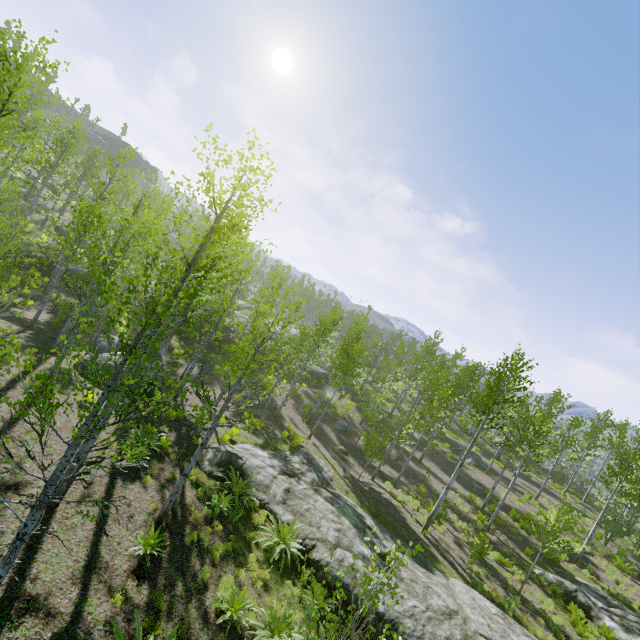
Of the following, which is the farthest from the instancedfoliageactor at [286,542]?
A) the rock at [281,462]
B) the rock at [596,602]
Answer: the rock at [281,462]

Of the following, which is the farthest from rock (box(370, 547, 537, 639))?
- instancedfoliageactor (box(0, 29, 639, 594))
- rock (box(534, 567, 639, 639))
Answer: rock (box(534, 567, 639, 639))

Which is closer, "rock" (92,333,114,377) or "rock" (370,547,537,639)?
"rock" (370,547,537,639)

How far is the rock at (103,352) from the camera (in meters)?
15.66

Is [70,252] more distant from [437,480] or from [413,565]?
[437,480]

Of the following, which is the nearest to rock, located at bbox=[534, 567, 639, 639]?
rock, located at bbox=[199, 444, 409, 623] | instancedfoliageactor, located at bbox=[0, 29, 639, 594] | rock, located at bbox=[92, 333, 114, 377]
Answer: instancedfoliageactor, located at bbox=[0, 29, 639, 594]

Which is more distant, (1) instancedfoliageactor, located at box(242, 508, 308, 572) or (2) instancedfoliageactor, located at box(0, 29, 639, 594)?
(1) instancedfoliageactor, located at box(242, 508, 308, 572)

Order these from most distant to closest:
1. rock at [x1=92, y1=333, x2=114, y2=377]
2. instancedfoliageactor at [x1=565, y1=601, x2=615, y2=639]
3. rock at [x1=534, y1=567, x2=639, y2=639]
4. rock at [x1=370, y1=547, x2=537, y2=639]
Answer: rock at [x1=92, y1=333, x2=114, y2=377] → rock at [x1=534, y1=567, x2=639, y2=639] → instancedfoliageactor at [x1=565, y1=601, x2=615, y2=639] → rock at [x1=370, y1=547, x2=537, y2=639]
